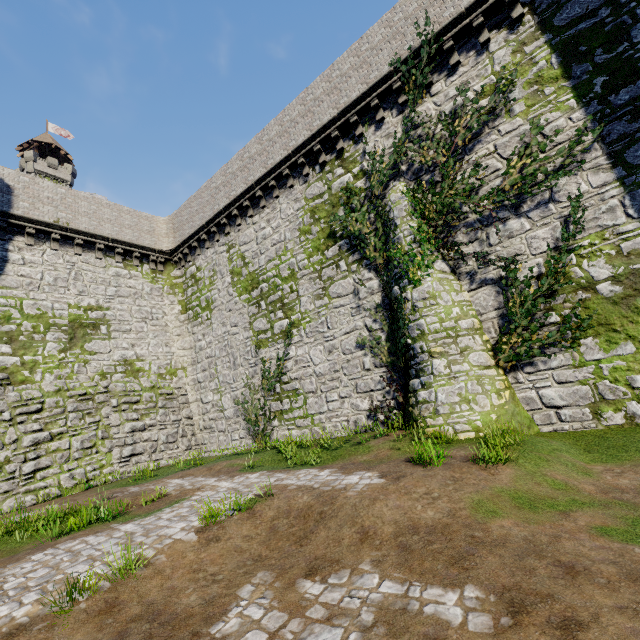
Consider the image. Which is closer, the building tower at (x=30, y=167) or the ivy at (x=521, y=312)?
the ivy at (x=521, y=312)

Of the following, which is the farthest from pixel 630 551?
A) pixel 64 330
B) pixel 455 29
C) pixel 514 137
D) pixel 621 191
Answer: pixel 64 330

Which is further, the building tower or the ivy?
the building tower

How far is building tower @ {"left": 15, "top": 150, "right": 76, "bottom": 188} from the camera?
51.3 meters

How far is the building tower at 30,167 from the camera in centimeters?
5131cm

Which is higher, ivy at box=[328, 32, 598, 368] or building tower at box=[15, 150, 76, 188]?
building tower at box=[15, 150, 76, 188]

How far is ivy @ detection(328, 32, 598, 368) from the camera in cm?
906
